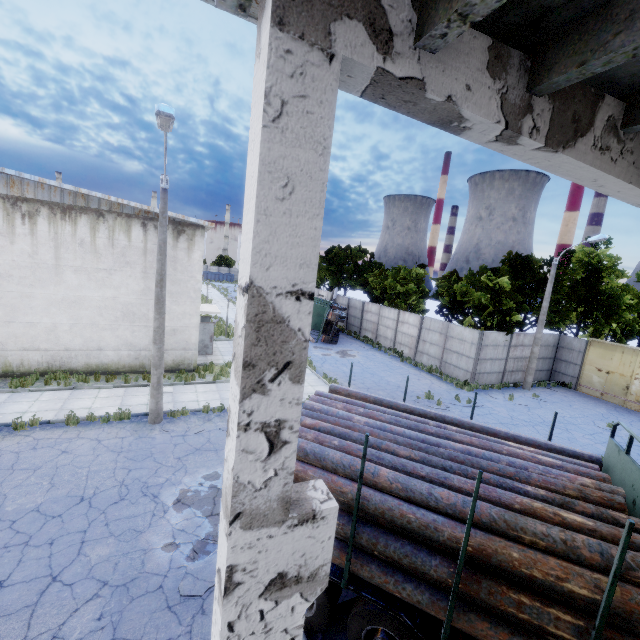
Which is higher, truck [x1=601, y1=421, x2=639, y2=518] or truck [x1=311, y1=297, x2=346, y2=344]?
truck [x1=601, y1=421, x2=639, y2=518]

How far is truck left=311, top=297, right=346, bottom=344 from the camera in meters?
27.7

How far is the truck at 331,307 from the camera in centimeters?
2773cm

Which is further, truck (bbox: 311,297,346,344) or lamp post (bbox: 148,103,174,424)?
truck (bbox: 311,297,346,344)

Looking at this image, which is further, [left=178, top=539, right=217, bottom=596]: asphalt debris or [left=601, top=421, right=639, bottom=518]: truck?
[left=178, top=539, right=217, bottom=596]: asphalt debris

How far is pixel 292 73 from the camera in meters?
1.6

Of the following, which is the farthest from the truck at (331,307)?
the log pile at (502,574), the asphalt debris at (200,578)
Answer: the asphalt debris at (200,578)

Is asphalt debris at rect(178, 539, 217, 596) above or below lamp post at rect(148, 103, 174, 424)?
below
